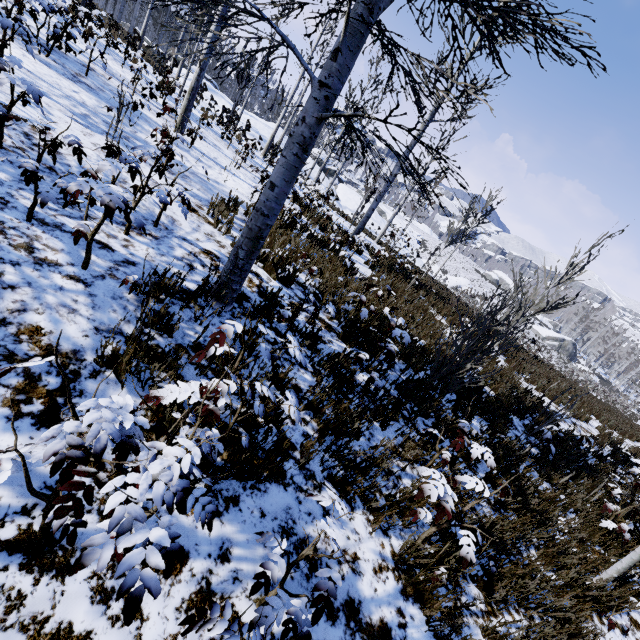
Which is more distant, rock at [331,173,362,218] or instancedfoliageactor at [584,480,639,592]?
rock at [331,173,362,218]

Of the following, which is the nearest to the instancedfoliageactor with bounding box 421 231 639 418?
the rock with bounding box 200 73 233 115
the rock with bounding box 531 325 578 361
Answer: the rock with bounding box 200 73 233 115

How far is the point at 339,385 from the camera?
4.1m

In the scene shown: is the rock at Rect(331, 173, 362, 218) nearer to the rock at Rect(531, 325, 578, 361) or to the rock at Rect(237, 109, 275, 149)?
the rock at Rect(237, 109, 275, 149)

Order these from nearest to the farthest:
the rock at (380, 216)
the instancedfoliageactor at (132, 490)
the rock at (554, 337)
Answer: the instancedfoliageactor at (132, 490), the rock at (380, 216), the rock at (554, 337)

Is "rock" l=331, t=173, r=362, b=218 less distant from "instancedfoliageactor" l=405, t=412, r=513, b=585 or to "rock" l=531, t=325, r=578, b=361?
"instancedfoliageactor" l=405, t=412, r=513, b=585

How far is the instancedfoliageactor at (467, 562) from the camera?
2.4 meters
